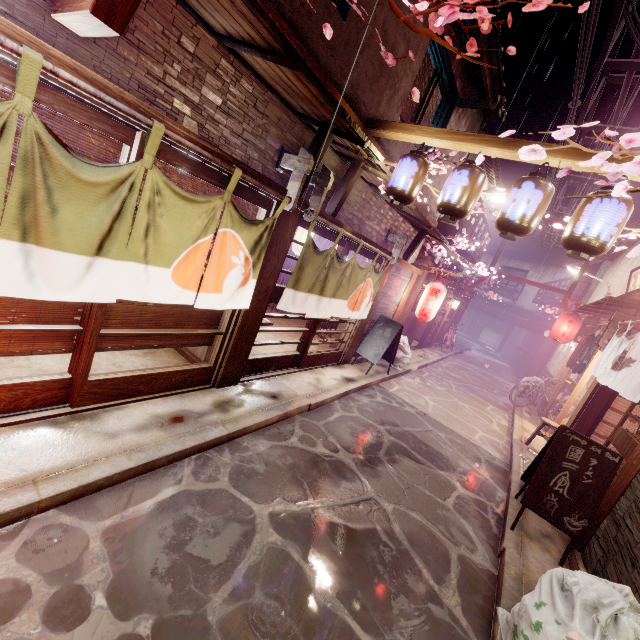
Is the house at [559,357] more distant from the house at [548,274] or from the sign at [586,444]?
the house at [548,274]

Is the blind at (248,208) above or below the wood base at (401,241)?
below

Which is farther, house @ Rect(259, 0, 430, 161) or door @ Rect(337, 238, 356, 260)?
door @ Rect(337, 238, 356, 260)

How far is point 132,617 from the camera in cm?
382

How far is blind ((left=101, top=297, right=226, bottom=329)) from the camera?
6.16m

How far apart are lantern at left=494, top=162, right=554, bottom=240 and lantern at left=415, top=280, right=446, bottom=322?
8.22m

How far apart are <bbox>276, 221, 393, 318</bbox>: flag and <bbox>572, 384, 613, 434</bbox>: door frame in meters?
8.6

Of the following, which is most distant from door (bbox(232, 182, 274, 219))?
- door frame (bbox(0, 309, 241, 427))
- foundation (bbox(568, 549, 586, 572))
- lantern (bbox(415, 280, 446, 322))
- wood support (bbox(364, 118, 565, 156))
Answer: lantern (bbox(415, 280, 446, 322))
